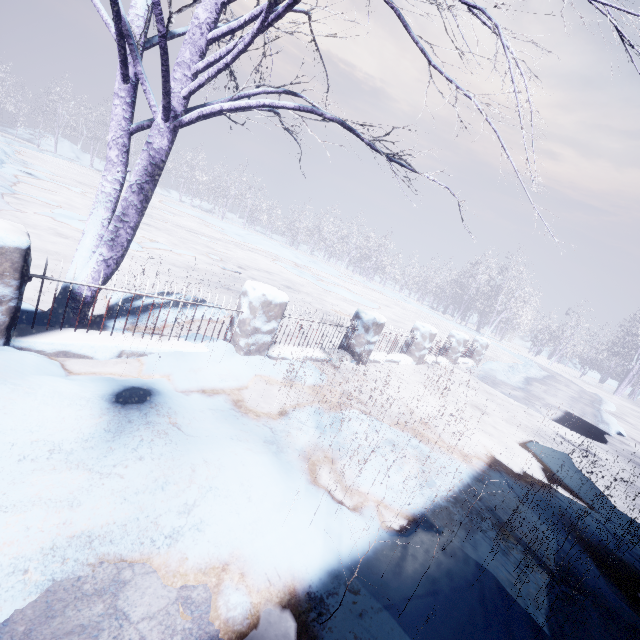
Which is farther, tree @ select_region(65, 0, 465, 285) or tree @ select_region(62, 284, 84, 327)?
tree @ select_region(62, 284, 84, 327)

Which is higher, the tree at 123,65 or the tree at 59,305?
the tree at 123,65

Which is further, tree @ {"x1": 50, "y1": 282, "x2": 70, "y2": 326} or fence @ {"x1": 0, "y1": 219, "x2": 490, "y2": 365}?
tree @ {"x1": 50, "y1": 282, "x2": 70, "y2": 326}

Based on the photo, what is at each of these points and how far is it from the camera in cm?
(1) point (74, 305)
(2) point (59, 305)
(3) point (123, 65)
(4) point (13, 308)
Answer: (1) tree, 301
(2) tree, 300
(3) tree, 272
(4) fence, 223

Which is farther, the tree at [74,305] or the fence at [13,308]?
the tree at [74,305]

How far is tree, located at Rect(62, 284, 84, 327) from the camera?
3.0m
